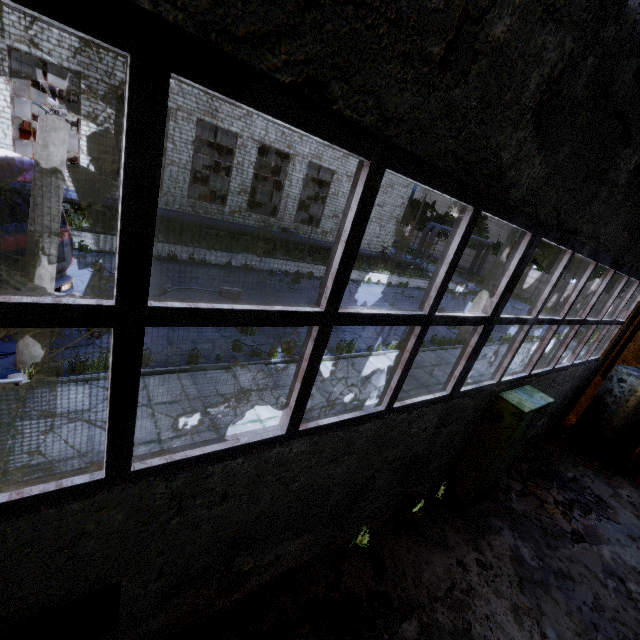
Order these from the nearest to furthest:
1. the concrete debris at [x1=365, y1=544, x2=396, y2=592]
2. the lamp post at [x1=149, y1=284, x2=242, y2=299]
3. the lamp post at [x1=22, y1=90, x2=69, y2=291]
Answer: the concrete debris at [x1=365, y1=544, x2=396, y2=592], the lamp post at [x1=22, y1=90, x2=69, y2=291], the lamp post at [x1=149, y1=284, x2=242, y2=299]

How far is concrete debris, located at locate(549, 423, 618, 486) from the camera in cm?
878

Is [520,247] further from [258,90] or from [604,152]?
[258,90]

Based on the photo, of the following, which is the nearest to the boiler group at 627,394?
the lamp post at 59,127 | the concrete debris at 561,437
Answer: the concrete debris at 561,437

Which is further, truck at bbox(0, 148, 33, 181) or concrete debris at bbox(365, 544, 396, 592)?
truck at bbox(0, 148, 33, 181)

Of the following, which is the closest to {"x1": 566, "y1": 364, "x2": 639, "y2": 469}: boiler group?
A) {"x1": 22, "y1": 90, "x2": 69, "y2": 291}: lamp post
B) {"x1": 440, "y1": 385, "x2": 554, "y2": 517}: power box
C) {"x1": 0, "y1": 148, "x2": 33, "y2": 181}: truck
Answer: {"x1": 440, "y1": 385, "x2": 554, "y2": 517}: power box

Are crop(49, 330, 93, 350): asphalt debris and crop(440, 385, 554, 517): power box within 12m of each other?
yes

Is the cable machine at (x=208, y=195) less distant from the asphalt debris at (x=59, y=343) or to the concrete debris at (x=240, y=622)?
the asphalt debris at (x=59, y=343)
